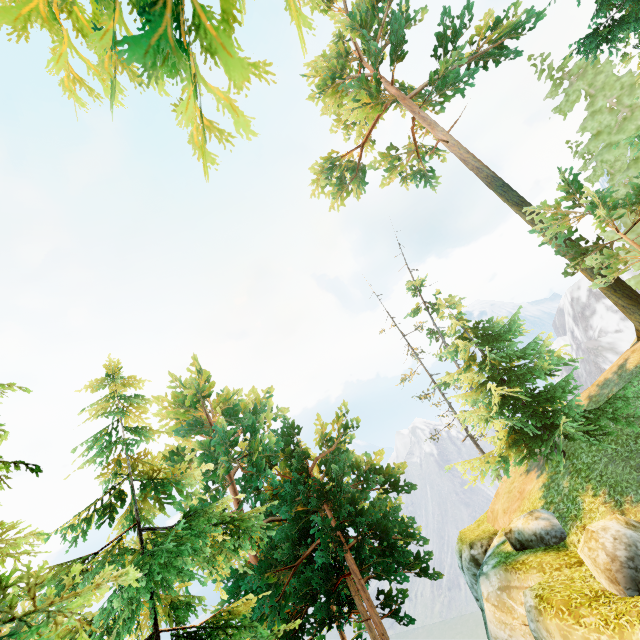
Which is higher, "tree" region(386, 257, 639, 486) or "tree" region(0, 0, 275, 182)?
"tree" region(0, 0, 275, 182)

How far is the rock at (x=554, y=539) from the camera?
11.9m

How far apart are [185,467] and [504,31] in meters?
32.5

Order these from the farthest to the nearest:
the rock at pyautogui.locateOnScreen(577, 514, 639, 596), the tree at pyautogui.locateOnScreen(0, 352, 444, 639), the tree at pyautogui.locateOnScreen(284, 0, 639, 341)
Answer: the tree at pyautogui.locateOnScreen(284, 0, 639, 341), the rock at pyautogui.locateOnScreen(577, 514, 639, 596), the tree at pyautogui.locateOnScreen(0, 352, 444, 639)

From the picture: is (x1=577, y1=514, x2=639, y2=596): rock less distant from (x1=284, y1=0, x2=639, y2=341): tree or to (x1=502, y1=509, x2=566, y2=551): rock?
(x1=502, y1=509, x2=566, y2=551): rock

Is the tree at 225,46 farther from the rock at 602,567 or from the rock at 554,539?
the rock at 602,567

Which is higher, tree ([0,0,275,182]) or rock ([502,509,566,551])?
tree ([0,0,275,182])

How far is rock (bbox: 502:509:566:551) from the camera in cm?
1191
